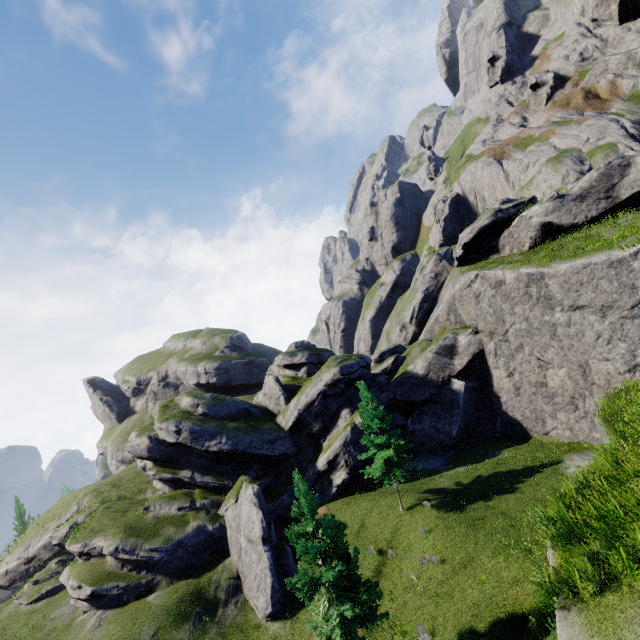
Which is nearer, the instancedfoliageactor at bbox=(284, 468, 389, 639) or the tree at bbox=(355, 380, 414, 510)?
the instancedfoliageactor at bbox=(284, 468, 389, 639)

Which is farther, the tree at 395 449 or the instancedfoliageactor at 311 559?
the tree at 395 449

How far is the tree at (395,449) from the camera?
24.8m

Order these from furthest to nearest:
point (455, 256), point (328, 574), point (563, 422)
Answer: point (455, 256), point (563, 422), point (328, 574)

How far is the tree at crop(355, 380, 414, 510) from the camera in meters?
24.8 m
